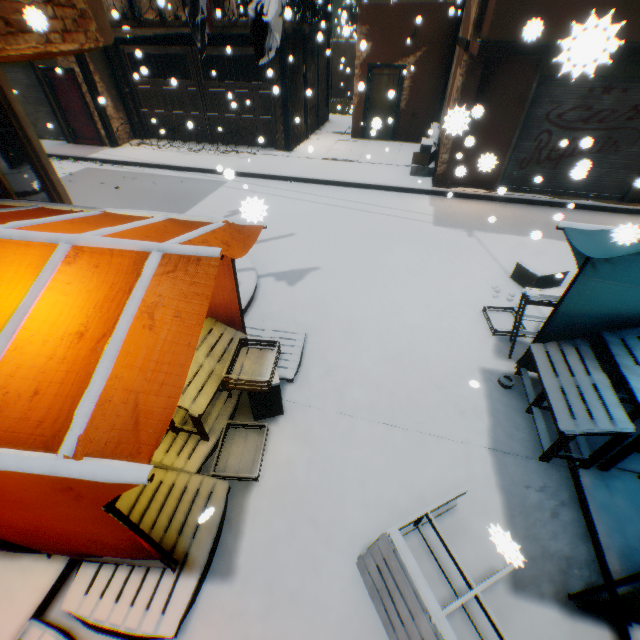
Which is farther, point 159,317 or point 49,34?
point 49,34

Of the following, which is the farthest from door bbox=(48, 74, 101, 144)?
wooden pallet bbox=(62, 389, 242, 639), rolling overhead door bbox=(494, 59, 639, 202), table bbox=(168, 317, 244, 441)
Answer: wooden pallet bbox=(62, 389, 242, 639)

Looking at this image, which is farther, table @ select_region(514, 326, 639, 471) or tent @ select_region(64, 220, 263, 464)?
table @ select_region(514, 326, 639, 471)

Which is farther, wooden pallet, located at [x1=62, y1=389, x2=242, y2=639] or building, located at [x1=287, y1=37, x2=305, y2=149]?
building, located at [x1=287, y1=37, x2=305, y2=149]

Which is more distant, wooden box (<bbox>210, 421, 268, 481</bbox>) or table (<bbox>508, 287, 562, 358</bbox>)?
table (<bbox>508, 287, 562, 358</bbox>)

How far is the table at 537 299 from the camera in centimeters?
412cm

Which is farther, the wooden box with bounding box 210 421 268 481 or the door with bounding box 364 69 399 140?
the door with bounding box 364 69 399 140

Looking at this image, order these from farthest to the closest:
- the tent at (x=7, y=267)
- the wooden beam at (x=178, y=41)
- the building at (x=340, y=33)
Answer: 1. the building at (x=340, y=33)
2. the wooden beam at (x=178, y=41)
3. the tent at (x=7, y=267)
